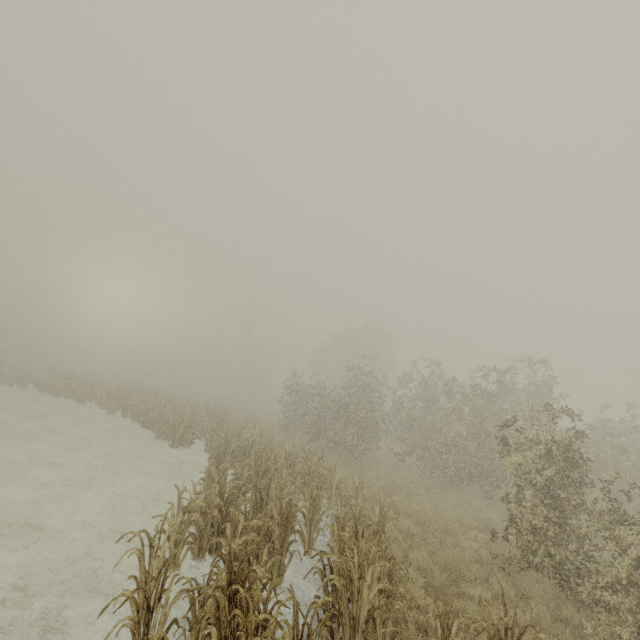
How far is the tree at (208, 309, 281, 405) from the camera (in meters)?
43.56

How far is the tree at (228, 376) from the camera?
43.56m

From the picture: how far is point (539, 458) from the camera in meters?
8.1 m

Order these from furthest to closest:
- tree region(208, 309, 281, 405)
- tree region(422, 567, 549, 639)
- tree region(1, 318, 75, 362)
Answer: tree region(1, 318, 75, 362)
tree region(208, 309, 281, 405)
tree region(422, 567, 549, 639)

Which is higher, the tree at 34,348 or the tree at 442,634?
the tree at 34,348

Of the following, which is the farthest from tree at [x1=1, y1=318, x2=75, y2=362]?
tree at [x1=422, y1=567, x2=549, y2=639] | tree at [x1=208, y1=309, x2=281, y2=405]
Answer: tree at [x1=422, y1=567, x2=549, y2=639]
